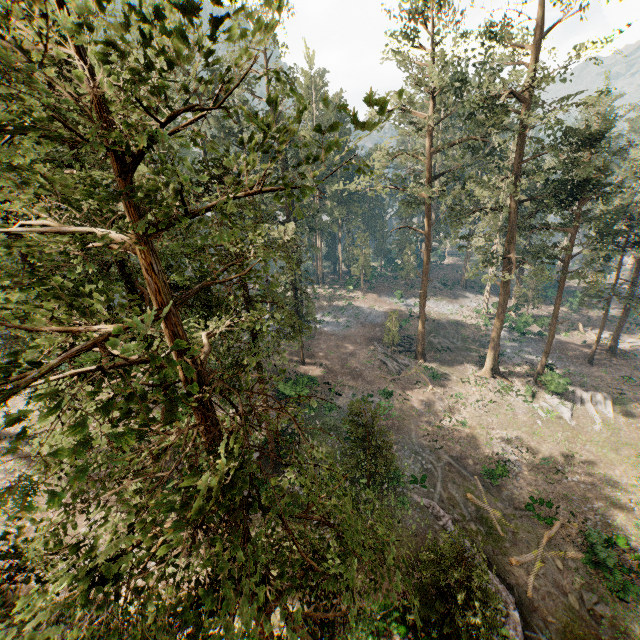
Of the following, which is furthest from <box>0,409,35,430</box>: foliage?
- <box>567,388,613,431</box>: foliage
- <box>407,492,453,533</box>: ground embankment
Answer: <box>407,492,453,533</box>: ground embankment

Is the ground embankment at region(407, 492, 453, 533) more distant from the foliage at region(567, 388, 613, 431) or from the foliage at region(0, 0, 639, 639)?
the foliage at region(567, 388, 613, 431)

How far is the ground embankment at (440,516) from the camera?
20.8m

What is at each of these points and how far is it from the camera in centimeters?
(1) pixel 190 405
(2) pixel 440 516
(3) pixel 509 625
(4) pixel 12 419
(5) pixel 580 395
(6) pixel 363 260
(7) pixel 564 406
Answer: (1) foliage, 325cm
(2) ground embankment, 2136cm
(3) ground embankment, 1602cm
(4) foliage, 278cm
(5) foliage, 3300cm
(6) foliage, 5306cm
(7) foliage, 3184cm

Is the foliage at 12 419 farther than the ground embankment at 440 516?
No

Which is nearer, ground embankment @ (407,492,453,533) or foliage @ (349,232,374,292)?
ground embankment @ (407,492,453,533)

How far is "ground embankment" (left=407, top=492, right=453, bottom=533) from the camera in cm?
2075
